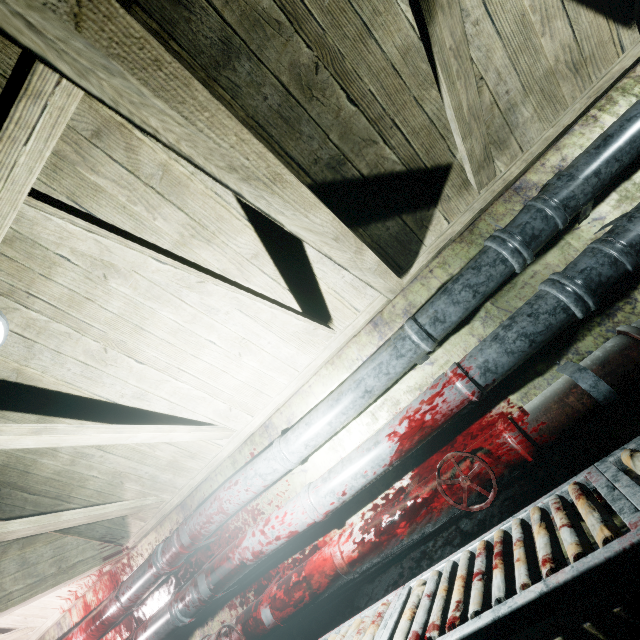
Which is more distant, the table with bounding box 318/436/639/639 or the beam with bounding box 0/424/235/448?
the beam with bounding box 0/424/235/448

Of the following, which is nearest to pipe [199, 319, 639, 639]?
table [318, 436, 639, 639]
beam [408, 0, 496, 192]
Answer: table [318, 436, 639, 639]

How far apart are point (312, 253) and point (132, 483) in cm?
218

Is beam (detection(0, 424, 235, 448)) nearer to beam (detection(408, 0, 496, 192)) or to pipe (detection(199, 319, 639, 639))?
beam (detection(408, 0, 496, 192))

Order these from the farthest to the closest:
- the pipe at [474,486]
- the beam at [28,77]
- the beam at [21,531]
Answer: the beam at [21,531] → the pipe at [474,486] → the beam at [28,77]

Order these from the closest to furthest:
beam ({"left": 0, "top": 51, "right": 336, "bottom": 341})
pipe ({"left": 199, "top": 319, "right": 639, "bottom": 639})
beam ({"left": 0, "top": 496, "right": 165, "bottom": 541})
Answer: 1. beam ({"left": 0, "top": 51, "right": 336, "bottom": 341})
2. pipe ({"left": 199, "top": 319, "right": 639, "bottom": 639})
3. beam ({"left": 0, "top": 496, "right": 165, "bottom": 541})

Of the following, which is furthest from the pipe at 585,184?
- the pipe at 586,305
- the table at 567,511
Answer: the table at 567,511

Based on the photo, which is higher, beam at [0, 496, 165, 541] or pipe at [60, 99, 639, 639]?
beam at [0, 496, 165, 541]
